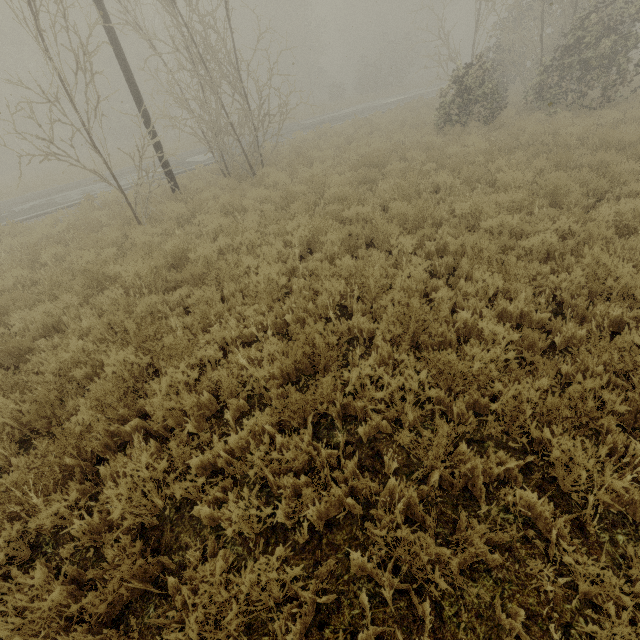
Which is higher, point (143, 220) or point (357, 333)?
point (143, 220)
